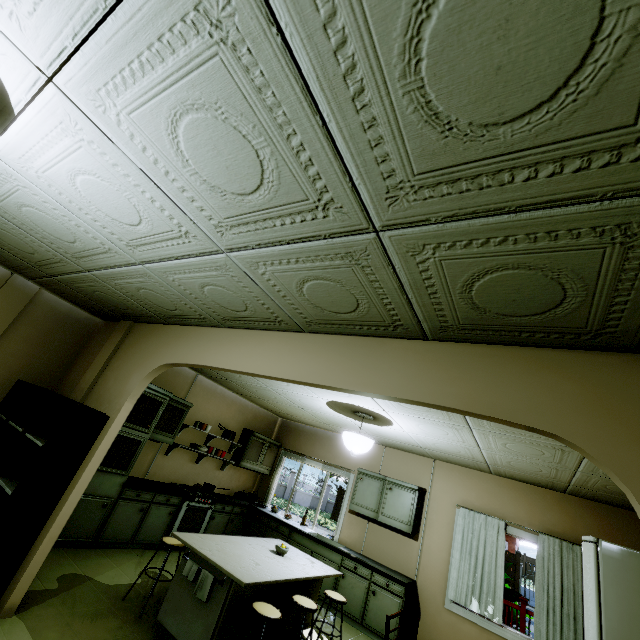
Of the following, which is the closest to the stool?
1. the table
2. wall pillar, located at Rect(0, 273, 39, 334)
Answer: the table

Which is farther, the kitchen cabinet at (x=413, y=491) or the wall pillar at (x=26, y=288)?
the kitchen cabinet at (x=413, y=491)

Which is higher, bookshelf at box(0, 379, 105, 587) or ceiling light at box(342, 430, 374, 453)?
ceiling light at box(342, 430, 374, 453)

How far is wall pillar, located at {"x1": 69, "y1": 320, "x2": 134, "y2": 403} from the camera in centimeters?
386cm

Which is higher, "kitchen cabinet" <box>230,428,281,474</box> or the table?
"kitchen cabinet" <box>230,428,281,474</box>

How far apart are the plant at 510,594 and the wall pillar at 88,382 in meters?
7.9 m

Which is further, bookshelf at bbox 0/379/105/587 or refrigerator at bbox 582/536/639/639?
refrigerator at bbox 582/536/639/639

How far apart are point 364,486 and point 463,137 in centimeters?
643cm
